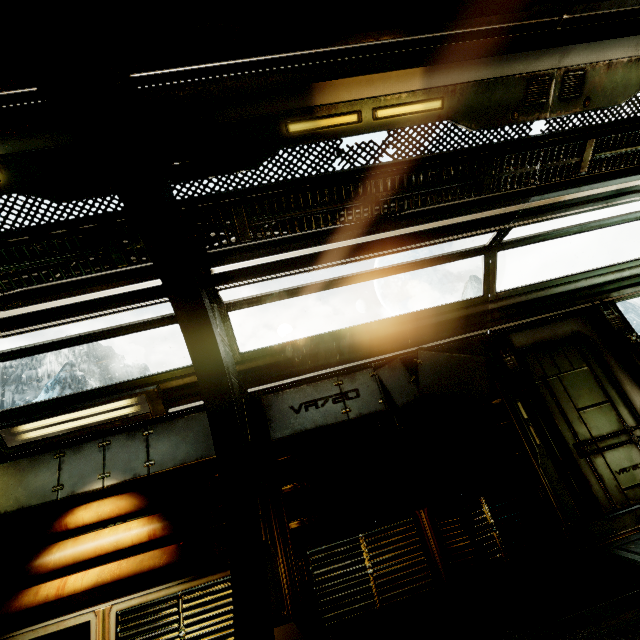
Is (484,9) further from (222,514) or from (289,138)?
(222,514)

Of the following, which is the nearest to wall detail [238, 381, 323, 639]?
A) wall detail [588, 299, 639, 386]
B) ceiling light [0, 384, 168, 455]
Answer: ceiling light [0, 384, 168, 455]

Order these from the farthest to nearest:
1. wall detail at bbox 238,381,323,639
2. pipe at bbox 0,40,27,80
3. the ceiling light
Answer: the ceiling light → wall detail at bbox 238,381,323,639 → pipe at bbox 0,40,27,80

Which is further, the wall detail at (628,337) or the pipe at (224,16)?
the wall detail at (628,337)

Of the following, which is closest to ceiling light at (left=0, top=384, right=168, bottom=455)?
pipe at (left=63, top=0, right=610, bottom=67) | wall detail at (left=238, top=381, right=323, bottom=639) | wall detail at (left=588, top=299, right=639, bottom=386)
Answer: wall detail at (left=238, top=381, right=323, bottom=639)

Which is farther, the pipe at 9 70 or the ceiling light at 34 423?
the ceiling light at 34 423

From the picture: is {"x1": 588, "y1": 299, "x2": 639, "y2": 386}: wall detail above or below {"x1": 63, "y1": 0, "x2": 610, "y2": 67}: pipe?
below
